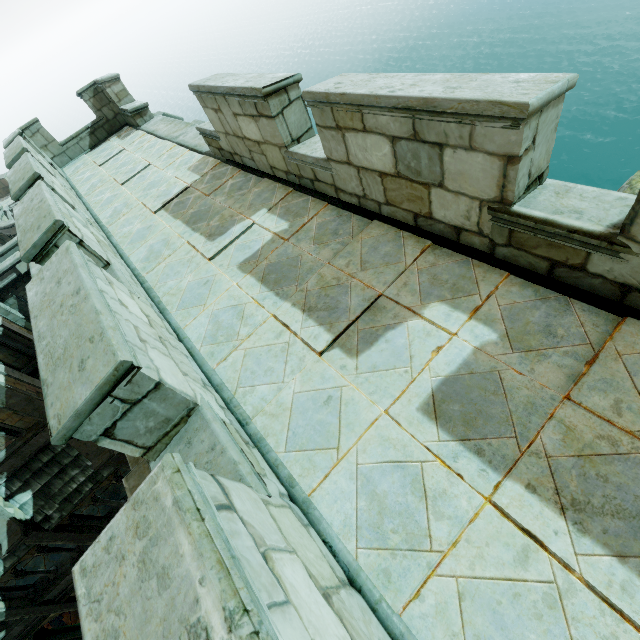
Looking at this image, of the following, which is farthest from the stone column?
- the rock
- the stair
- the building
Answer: the rock

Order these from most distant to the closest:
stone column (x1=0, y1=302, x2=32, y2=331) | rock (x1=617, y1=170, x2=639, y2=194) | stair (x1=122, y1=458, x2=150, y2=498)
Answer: stone column (x1=0, y1=302, x2=32, y2=331) → rock (x1=617, y1=170, x2=639, y2=194) → stair (x1=122, y1=458, x2=150, y2=498)

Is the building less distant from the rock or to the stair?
the rock

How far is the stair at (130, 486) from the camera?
7.4 meters

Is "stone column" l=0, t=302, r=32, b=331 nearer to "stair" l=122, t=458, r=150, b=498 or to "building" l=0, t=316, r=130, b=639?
"building" l=0, t=316, r=130, b=639

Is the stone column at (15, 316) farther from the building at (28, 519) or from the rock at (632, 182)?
the rock at (632, 182)

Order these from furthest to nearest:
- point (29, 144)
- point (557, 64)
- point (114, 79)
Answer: point (557, 64)
point (114, 79)
point (29, 144)

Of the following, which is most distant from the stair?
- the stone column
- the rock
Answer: the stone column
